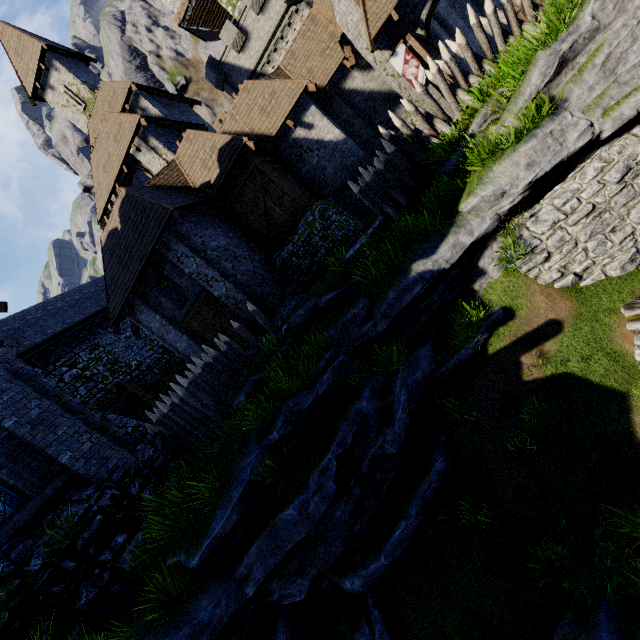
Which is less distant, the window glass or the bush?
the bush

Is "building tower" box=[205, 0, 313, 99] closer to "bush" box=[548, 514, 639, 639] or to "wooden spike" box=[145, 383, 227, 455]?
"wooden spike" box=[145, 383, 227, 455]

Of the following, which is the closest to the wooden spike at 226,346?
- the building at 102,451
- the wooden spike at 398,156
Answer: the building at 102,451

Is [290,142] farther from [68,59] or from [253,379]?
[68,59]

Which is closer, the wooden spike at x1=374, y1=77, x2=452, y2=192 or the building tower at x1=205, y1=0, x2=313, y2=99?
the wooden spike at x1=374, y1=77, x2=452, y2=192

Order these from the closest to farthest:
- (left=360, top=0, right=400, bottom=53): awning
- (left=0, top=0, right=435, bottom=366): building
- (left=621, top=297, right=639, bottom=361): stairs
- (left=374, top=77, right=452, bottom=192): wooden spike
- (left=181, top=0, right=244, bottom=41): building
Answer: (left=621, top=297, right=639, bottom=361): stairs
(left=374, top=77, right=452, bottom=192): wooden spike
(left=360, top=0, right=400, bottom=53): awning
(left=0, top=0, right=435, bottom=366): building
(left=181, top=0, right=244, bottom=41): building

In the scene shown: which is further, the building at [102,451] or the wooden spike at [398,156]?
the wooden spike at [398,156]

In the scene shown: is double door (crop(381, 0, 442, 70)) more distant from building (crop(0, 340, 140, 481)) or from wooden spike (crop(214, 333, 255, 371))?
building (crop(0, 340, 140, 481))
